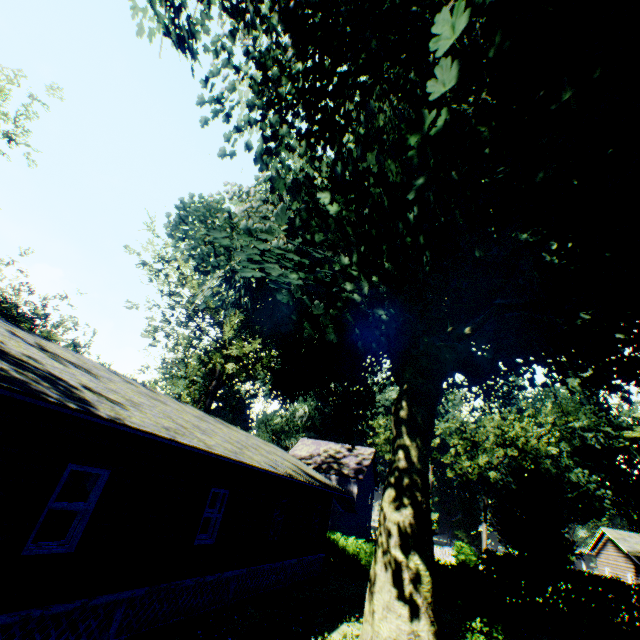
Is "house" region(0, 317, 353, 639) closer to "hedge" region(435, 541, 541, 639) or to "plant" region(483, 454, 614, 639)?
"hedge" region(435, 541, 541, 639)

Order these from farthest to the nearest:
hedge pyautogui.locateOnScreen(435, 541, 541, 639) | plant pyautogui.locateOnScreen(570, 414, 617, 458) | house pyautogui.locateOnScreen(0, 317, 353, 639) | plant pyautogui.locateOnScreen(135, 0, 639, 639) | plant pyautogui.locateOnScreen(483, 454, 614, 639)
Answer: plant pyautogui.locateOnScreen(570, 414, 617, 458) < plant pyautogui.locateOnScreen(483, 454, 614, 639) < hedge pyautogui.locateOnScreen(435, 541, 541, 639) < house pyautogui.locateOnScreen(0, 317, 353, 639) < plant pyautogui.locateOnScreen(135, 0, 639, 639)

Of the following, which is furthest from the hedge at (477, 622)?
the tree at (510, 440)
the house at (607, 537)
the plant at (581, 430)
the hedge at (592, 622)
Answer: the tree at (510, 440)

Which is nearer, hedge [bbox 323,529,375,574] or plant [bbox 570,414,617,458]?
hedge [bbox 323,529,375,574]

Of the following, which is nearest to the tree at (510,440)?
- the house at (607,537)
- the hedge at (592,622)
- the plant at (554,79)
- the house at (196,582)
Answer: the house at (607,537)

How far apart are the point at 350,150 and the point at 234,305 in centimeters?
805cm

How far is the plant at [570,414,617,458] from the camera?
57.0 meters
